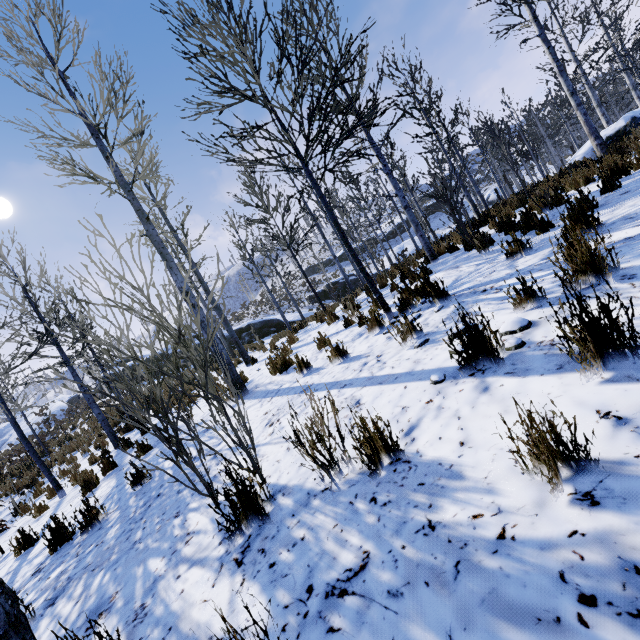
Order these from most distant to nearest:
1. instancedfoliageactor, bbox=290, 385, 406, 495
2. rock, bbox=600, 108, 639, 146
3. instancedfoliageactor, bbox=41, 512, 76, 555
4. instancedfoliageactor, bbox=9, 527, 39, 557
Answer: rock, bbox=600, 108, 639, 146 < instancedfoliageactor, bbox=9, 527, 39, 557 < instancedfoliageactor, bbox=41, 512, 76, 555 < instancedfoliageactor, bbox=290, 385, 406, 495

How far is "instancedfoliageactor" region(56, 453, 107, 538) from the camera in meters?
3.8 m

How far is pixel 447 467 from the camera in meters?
1.6

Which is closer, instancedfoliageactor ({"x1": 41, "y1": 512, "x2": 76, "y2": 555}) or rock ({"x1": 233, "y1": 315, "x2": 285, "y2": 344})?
instancedfoliageactor ({"x1": 41, "y1": 512, "x2": 76, "y2": 555})

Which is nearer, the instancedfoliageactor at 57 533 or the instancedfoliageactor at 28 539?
the instancedfoliageactor at 57 533

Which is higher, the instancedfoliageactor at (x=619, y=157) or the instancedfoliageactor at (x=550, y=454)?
the instancedfoliageactor at (x=619, y=157)

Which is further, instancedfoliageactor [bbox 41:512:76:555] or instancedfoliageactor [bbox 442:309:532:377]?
instancedfoliageactor [bbox 41:512:76:555]
